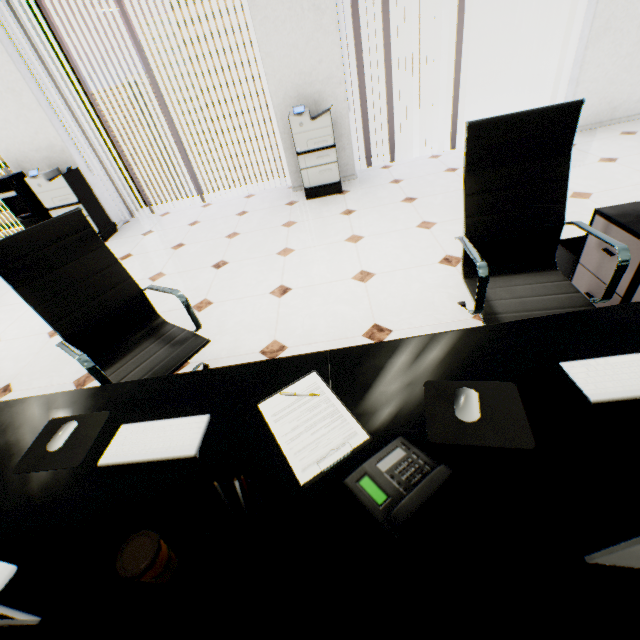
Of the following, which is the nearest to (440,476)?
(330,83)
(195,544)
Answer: (195,544)

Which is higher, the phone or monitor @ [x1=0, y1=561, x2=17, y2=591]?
the phone

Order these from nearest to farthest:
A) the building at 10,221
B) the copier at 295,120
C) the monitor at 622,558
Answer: the monitor at 622,558 < the copier at 295,120 < the building at 10,221

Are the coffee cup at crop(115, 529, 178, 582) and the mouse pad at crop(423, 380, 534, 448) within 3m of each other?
yes

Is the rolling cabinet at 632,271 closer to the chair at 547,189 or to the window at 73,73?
the chair at 547,189

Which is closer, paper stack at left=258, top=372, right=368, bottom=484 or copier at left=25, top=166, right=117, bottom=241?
paper stack at left=258, top=372, right=368, bottom=484

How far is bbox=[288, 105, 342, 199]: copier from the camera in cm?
400

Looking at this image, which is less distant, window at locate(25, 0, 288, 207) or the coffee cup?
the coffee cup
